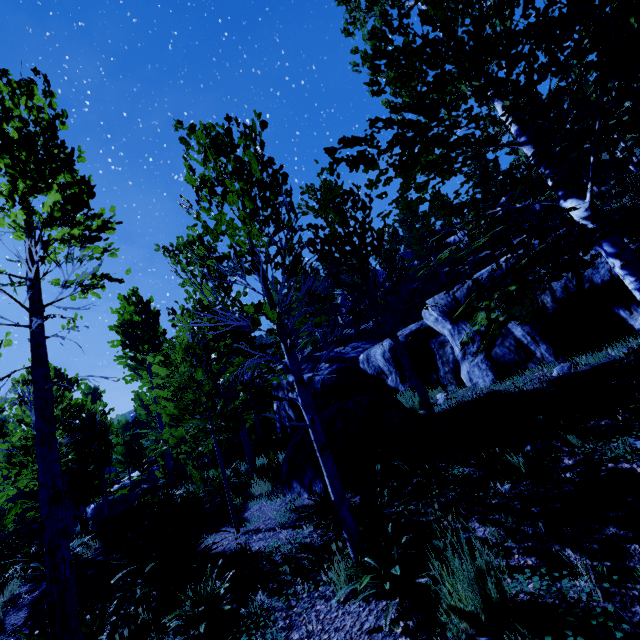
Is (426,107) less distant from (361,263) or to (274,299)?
(361,263)

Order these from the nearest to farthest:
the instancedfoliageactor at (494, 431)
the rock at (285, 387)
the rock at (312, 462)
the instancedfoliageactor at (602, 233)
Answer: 1. the instancedfoliageactor at (602, 233)
2. the instancedfoliageactor at (494, 431)
3. the rock at (312, 462)
4. the rock at (285, 387)

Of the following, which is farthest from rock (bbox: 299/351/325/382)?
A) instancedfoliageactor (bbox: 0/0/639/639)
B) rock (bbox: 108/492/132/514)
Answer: rock (bbox: 108/492/132/514)

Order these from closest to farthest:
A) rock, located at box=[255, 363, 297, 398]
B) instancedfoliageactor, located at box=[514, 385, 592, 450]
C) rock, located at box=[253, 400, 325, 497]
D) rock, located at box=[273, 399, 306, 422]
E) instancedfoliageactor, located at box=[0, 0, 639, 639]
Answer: instancedfoliageactor, located at box=[0, 0, 639, 639]
instancedfoliageactor, located at box=[514, 385, 592, 450]
rock, located at box=[253, 400, 325, 497]
rock, located at box=[273, 399, 306, 422]
rock, located at box=[255, 363, 297, 398]

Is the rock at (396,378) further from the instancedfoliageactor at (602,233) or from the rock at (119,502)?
the rock at (119,502)

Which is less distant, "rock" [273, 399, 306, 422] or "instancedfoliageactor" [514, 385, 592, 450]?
"instancedfoliageactor" [514, 385, 592, 450]
